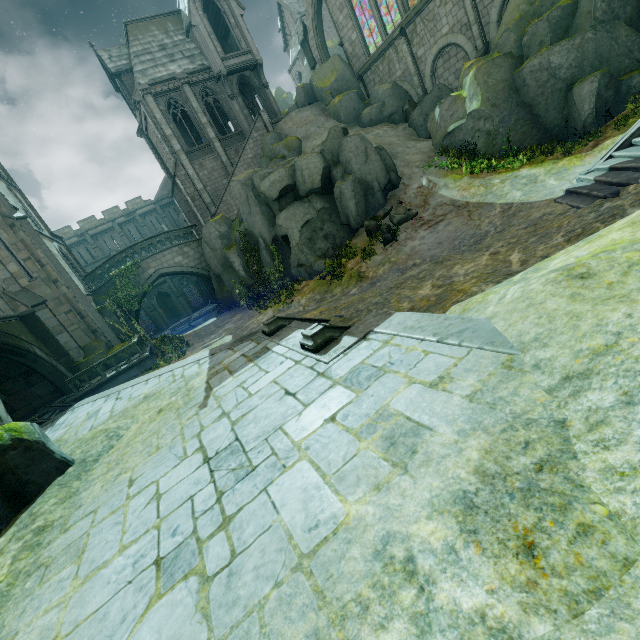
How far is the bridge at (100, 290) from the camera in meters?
23.2

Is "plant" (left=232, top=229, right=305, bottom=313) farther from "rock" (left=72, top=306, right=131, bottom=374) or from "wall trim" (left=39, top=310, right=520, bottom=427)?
"wall trim" (left=39, top=310, right=520, bottom=427)

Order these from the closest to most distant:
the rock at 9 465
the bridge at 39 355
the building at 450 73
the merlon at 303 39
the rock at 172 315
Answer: the rock at 9 465
the bridge at 39 355
the building at 450 73
the merlon at 303 39
the rock at 172 315

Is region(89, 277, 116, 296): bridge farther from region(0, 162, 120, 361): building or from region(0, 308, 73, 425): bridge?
region(0, 308, 73, 425): bridge

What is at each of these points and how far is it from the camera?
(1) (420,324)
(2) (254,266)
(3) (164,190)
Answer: (1) wall trim, 5.4m
(2) plant, 23.4m
(3) stair, 43.8m

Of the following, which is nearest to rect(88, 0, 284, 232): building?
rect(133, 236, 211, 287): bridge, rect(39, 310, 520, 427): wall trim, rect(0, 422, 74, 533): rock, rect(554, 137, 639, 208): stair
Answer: rect(133, 236, 211, 287): bridge

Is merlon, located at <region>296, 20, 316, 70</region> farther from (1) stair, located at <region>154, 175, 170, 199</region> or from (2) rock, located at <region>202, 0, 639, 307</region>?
(1) stair, located at <region>154, 175, 170, 199</region>

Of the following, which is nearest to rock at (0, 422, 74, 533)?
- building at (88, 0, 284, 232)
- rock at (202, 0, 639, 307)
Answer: building at (88, 0, 284, 232)
